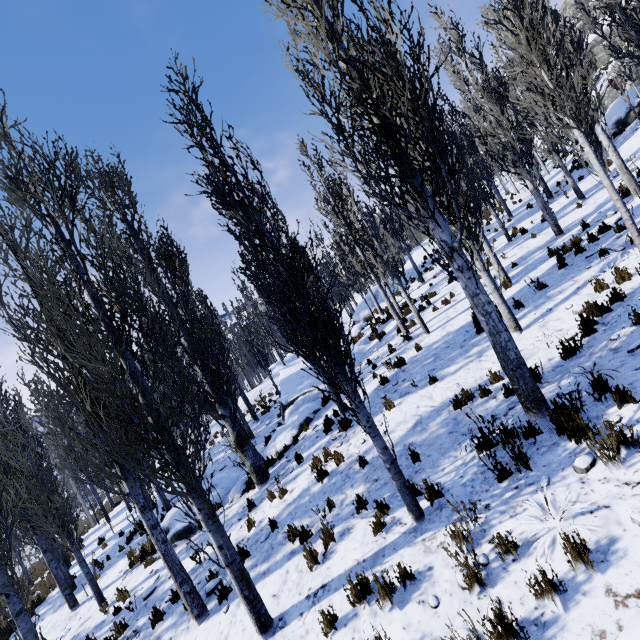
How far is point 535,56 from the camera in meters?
6.0

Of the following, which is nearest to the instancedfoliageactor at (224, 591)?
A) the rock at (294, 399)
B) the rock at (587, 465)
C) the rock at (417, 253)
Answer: the rock at (587, 465)

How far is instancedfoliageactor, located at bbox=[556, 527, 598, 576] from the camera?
2.95m

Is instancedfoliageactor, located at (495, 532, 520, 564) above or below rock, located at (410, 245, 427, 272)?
below

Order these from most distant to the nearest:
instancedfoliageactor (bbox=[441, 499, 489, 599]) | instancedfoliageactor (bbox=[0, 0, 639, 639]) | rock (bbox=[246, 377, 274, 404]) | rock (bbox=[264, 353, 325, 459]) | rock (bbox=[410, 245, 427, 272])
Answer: rock (bbox=[246, 377, 274, 404])
rock (bbox=[410, 245, 427, 272])
rock (bbox=[264, 353, 325, 459])
instancedfoliageactor (bbox=[0, 0, 639, 639])
instancedfoliageactor (bbox=[441, 499, 489, 599])

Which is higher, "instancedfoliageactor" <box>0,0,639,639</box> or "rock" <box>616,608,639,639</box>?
"instancedfoliageactor" <box>0,0,639,639</box>

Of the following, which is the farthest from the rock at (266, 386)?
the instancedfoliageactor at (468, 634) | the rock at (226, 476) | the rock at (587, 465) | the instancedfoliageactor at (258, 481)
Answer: the rock at (587, 465)

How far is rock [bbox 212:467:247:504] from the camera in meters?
10.6 m
